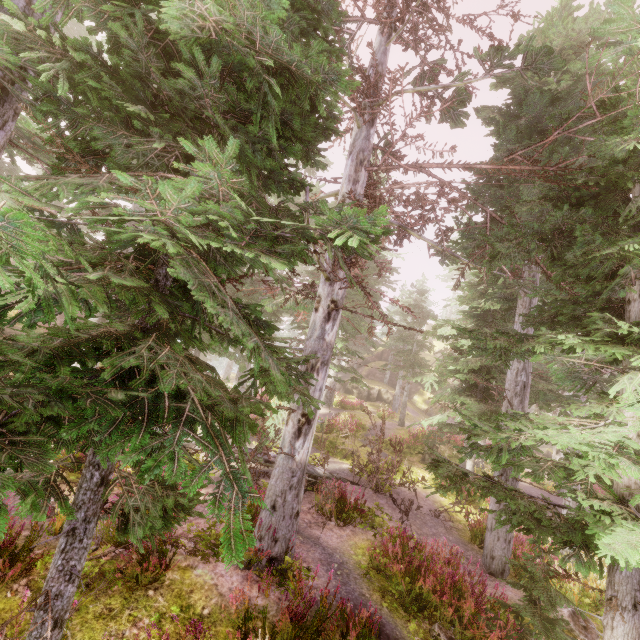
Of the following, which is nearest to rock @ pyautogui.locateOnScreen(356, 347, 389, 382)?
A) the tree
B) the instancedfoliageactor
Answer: the instancedfoliageactor

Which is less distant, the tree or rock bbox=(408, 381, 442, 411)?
the tree

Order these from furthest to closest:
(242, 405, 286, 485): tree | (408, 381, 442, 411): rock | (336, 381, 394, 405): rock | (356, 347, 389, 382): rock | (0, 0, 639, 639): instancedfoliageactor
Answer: (356, 347, 389, 382): rock
(408, 381, 442, 411): rock
(336, 381, 394, 405): rock
(242, 405, 286, 485): tree
(0, 0, 639, 639): instancedfoliageactor

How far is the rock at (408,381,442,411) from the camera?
40.00m

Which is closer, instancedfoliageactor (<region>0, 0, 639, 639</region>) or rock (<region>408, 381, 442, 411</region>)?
instancedfoliageactor (<region>0, 0, 639, 639</region>)

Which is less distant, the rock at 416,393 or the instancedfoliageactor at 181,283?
the instancedfoliageactor at 181,283

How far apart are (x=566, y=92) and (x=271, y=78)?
12.2 meters

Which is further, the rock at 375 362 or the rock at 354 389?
the rock at 375 362
